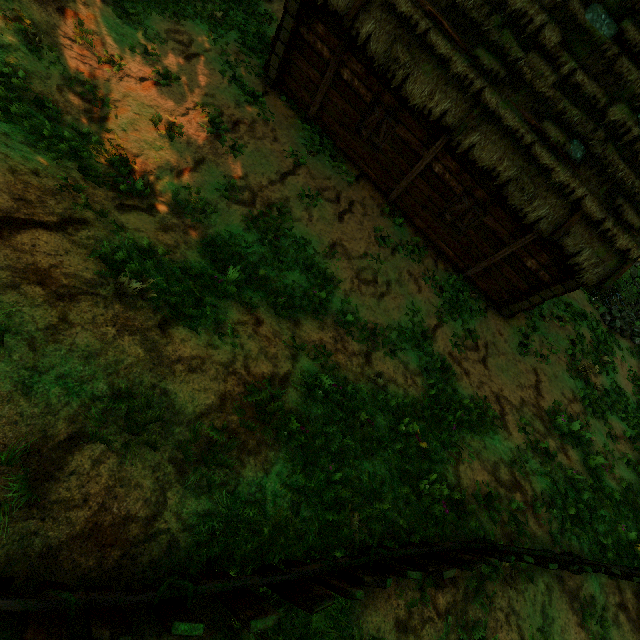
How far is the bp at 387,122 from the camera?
10.05m

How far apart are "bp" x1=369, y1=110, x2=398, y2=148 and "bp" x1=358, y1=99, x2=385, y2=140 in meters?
0.2 m

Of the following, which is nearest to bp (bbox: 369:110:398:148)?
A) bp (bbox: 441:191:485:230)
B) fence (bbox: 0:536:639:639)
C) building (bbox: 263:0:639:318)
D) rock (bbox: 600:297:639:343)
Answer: building (bbox: 263:0:639:318)

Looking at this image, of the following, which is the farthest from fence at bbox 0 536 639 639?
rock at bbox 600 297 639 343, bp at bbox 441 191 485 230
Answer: rock at bbox 600 297 639 343

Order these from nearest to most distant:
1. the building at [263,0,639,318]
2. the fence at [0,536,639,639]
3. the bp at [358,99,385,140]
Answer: the fence at [0,536,639,639] < the building at [263,0,639,318] < the bp at [358,99,385,140]

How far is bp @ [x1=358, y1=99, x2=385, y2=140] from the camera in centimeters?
990cm

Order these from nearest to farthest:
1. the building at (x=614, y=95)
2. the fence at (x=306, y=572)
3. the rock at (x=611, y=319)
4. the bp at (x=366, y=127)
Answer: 1. the fence at (x=306, y=572)
2. the building at (x=614, y=95)
3. the bp at (x=366, y=127)
4. the rock at (x=611, y=319)

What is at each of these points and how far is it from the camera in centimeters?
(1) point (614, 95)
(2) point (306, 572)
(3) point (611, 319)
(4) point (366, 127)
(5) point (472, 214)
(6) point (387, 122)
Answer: (1) building, 834cm
(2) fence, 350cm
(3) rock, 1627cm
(4) bp, 1055cm
(5) bp, 1066cm
(6) bp, 1021cm
